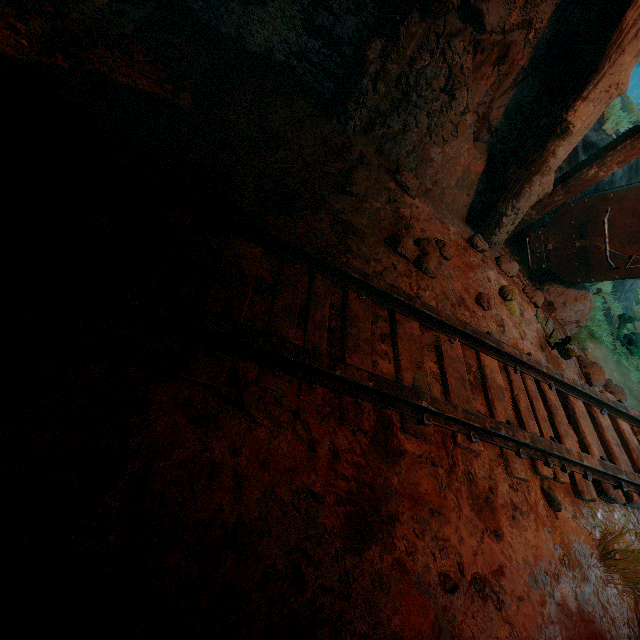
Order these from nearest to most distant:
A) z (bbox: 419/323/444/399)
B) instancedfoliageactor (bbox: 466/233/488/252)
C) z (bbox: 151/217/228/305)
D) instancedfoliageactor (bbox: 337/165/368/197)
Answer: z (bbox: 151/217/228/305) → z (bbox: 419/323/444/399) → instancedfoliageactor (bbox: 337/165/368/197) → instancedfoliageactor (bbox: 466/233/488/252)

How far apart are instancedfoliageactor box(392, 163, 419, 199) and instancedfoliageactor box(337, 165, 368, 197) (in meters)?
0.32

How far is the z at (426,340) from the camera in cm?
203

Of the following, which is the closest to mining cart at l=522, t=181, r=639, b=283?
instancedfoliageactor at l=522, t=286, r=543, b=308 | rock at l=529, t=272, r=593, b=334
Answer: rock at l=529, t=272, r=593, b=334

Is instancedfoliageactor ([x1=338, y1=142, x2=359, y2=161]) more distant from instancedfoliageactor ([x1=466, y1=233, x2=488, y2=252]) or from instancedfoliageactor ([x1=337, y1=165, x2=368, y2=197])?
instancedfoliageactor ([x1=466, y1=233, x2=488, y2=252])

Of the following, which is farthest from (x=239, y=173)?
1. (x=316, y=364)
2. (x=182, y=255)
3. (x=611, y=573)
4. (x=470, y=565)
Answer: (x=611, y=573)

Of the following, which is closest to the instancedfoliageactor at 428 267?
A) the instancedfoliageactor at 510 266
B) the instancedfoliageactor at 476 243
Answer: the instancedfoliageactor at 476 243

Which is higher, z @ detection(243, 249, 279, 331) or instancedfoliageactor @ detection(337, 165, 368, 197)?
instancedfoliageactor @ detection(337, 165, 368, 197)
